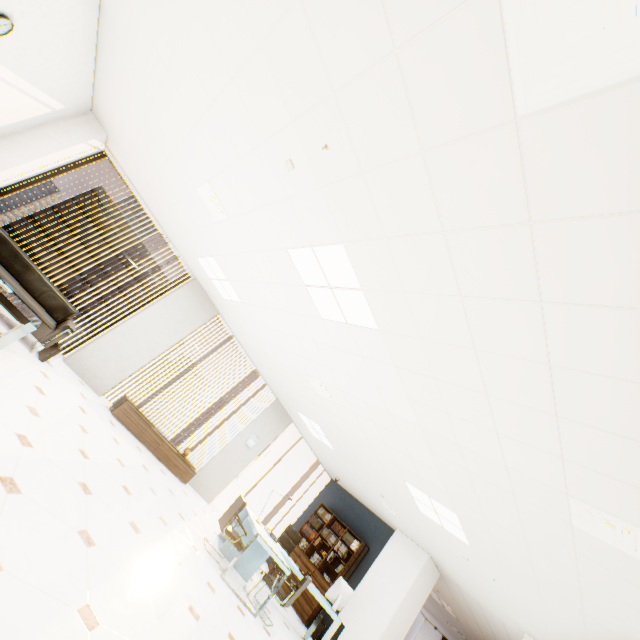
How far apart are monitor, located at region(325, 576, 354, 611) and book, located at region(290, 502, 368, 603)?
1.49m

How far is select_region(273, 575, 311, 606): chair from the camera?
5.1 meters

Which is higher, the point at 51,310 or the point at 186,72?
the point at 186,72

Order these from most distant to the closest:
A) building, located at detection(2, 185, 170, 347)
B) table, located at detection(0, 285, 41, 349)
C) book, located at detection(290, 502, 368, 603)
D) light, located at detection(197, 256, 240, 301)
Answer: building, located at detection(2, 185, 170, 347) < book, located at detection(290, 502, 368, 603) < light, located at detection(197, 256, 240, 301) < table, located at detection(0, 285, 41, 349)

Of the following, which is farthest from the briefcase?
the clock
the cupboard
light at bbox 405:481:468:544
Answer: light at bbox 405:481:468:544

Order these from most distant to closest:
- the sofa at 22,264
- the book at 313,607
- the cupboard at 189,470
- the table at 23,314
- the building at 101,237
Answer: the building at 101,237 → the book at 313,607 → the cupboard at 189,470 → the sofa at 22,264 → the table at 23,314

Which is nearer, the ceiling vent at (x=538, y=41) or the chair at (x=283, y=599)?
the ceiling vent at (x=538, y=41)

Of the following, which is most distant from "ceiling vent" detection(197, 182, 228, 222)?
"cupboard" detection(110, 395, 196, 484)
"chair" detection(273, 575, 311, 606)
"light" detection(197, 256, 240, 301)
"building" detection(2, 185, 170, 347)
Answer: "building" detection(2, 185, 170, 347)
